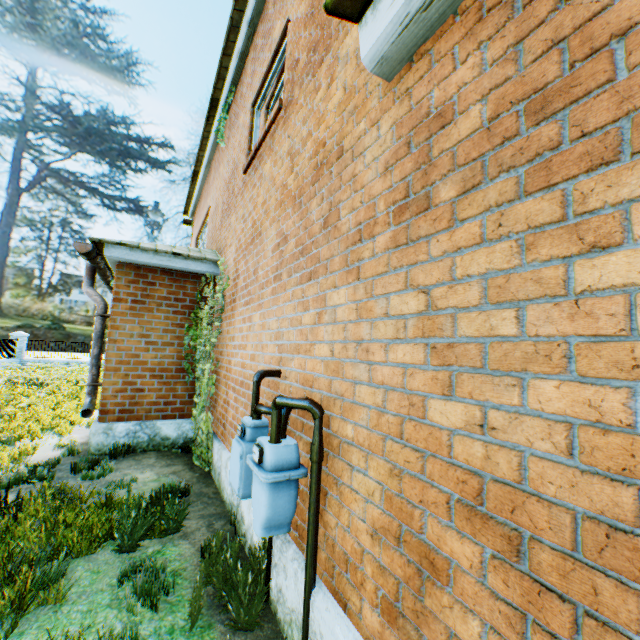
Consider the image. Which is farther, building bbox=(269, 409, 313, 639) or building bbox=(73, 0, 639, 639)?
building bbox=(269, 409, 313, 639)

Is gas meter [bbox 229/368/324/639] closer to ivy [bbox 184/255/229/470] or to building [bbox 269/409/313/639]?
building [bbox 269/409/313/639]

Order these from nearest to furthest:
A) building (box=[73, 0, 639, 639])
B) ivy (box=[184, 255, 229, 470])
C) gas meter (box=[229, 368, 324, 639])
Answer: building (box=[73, 0, 639, 639]) → gas meter (box=[229, 368, 324, 639]) → ivy (box=[184, 255, 229, 470])

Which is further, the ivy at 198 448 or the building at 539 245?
the ivy at 198 448

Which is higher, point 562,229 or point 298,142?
point 298,142

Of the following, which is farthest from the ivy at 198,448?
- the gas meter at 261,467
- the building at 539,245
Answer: the gas meter at 261,467

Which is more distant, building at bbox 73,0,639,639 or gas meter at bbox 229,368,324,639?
gas meter at bbox 229,368,324,639

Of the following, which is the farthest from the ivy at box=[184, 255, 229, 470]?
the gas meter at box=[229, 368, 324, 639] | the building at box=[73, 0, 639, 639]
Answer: the gas meter at box=[229, 368, 324, 639]
